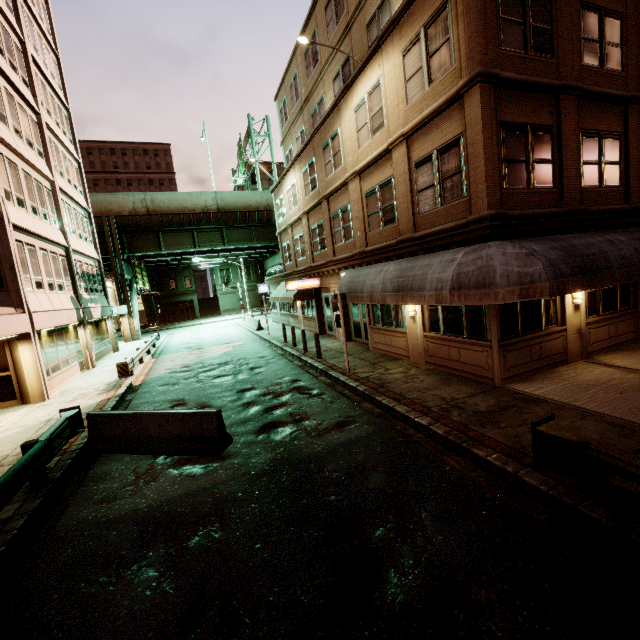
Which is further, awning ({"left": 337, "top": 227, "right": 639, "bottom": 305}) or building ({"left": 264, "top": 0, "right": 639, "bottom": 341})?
building ({"left": 264, "top": 0, "right": 639, "bottom": 341})

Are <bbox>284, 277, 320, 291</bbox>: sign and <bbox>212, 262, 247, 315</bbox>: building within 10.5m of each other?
no

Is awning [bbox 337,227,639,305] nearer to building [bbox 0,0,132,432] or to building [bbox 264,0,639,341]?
building [bbox 264,0,639,341]

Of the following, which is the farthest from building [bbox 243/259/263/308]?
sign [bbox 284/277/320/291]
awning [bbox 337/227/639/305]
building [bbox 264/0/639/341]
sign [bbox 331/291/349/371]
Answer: sign [bbox 331/291/349/371]

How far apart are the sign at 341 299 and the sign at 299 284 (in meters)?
7.80

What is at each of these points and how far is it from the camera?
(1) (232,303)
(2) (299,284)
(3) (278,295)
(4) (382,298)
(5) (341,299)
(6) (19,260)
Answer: (1) building, 57.3 meters
(2) sign, 19.7 meters
(3) awning, 25.1 meters
(4) awning, 11.1 meters
(5) sign, 12.1 meters
(6) building, 13.4 meters

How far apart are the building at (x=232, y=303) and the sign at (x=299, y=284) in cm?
3982

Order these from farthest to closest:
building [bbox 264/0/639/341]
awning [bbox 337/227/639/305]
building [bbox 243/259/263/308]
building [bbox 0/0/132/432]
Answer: building [bbox 243/259/263/308] < building [bbox 0/0/132/432] < building [bbox 264/0/639/341] < awning [bbox 337/227/639/305]
